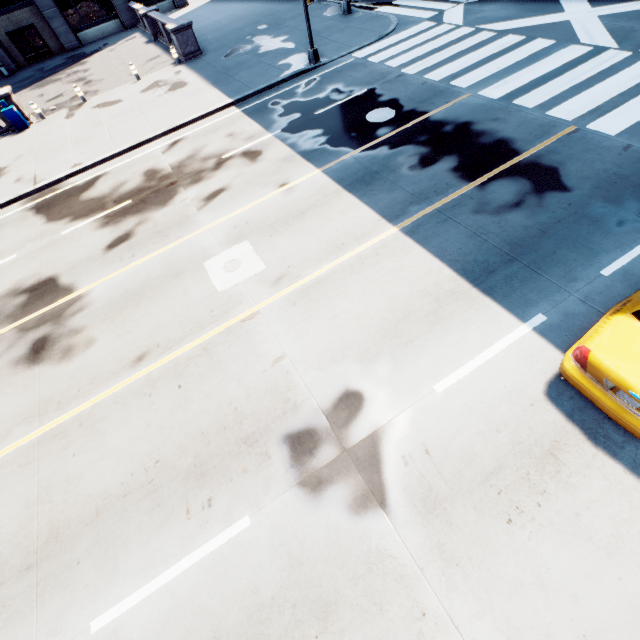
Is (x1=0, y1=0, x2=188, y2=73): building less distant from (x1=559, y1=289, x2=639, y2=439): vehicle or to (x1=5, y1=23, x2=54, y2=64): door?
(x1=5, y1=23, x2=54, y2=64): door

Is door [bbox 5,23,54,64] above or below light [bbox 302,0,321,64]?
above

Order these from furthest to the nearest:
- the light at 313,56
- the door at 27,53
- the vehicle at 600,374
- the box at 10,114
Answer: the door at 27,53 → the box at 10,114 → the light at 313,56 → the vehicle at 600,374

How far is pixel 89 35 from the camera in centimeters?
3112cm

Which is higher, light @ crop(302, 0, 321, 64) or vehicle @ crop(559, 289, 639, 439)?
vehicle @ crop(559, 289, 639, 439)

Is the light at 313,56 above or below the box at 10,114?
below

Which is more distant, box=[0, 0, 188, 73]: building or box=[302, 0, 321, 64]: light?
box=[0, 0, 188, 73]: building

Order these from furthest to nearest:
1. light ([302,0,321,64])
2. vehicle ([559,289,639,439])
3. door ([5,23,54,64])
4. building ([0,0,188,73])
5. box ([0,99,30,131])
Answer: door ([5,23,54,64]) < building ([0,0,188,73]) < box ([0,99,30,131]) < light ([302,0,321,64]) < vehicle ([559,289,639,439])
